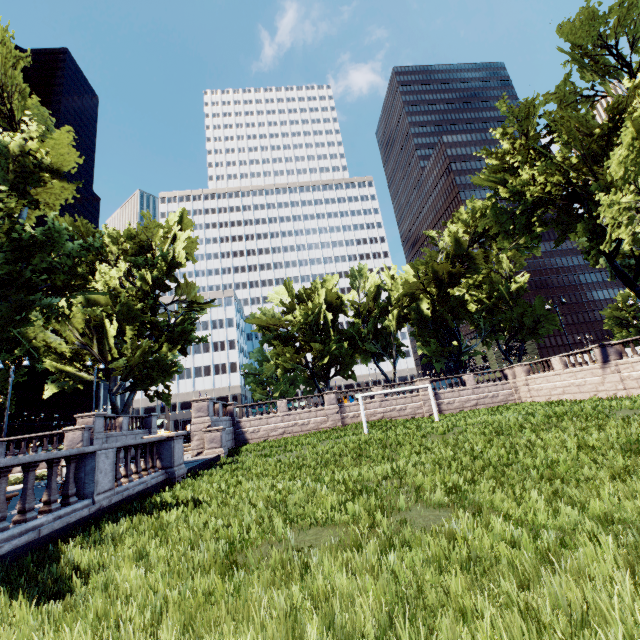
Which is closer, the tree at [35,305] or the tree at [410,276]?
the tree at [35,305]

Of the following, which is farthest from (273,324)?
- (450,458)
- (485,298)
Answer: (450,458)

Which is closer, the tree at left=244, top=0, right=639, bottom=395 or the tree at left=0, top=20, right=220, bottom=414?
the tree at left=0, top=20, right=220, bottom=414
